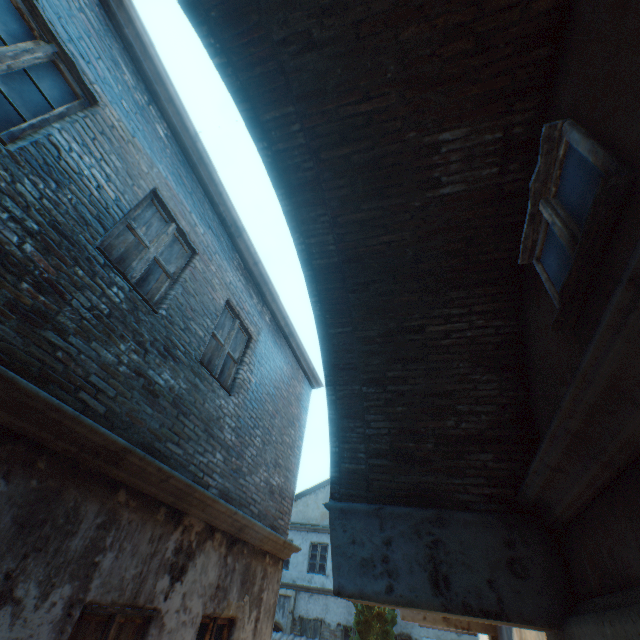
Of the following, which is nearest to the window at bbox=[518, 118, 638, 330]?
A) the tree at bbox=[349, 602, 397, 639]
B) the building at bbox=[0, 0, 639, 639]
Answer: the building at bbox=[0, 0, 639, 639]

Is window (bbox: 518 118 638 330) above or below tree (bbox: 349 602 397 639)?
above

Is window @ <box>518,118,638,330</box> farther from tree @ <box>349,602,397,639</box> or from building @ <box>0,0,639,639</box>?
tree @ <box>349,602,397,639</box>

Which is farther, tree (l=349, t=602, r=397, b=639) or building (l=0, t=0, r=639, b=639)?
tree (l=349, t=602, r=397, b=639)

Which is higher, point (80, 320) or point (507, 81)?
point (507, 81)

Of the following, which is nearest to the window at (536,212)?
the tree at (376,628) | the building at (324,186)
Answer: the building at (324,186)
